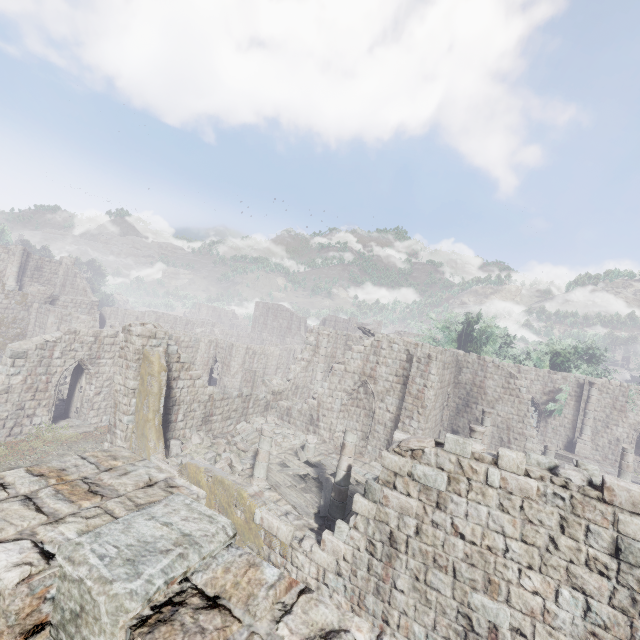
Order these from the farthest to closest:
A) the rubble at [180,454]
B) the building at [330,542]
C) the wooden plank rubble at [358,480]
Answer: the rubble at [180,454], the wooden plank rubble at [358,480], the building at [330,542]

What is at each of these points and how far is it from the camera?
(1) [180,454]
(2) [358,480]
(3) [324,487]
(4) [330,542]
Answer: (1) rubble, 13.9 meters
(2) wooden plank rubble, 14.2 meters
(3) wooden plank rubble, 13.2 meters
(4) building, 8.1 meters

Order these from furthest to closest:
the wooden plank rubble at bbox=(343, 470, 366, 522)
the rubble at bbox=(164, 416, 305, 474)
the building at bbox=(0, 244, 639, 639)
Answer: the rubble at bbox=(164, 416, 305, 474) < the wooden plank rubble at bbox=(343, 470, 366, 522) < the building at bbox=(0, 244, 639, 639)

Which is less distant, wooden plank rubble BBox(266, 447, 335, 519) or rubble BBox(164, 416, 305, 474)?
wooden plank rubble BBox(266, 447, 335, 519)

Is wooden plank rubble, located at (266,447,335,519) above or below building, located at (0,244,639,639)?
below

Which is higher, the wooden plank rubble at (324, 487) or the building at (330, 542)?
the building at (330, 542)

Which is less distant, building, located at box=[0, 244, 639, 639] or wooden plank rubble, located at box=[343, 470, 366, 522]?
building, located at box=[0, 244, 639, 639]

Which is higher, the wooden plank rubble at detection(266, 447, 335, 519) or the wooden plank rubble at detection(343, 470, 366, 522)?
the wooden plank rubble at detection(343, 470, 366, 522)
